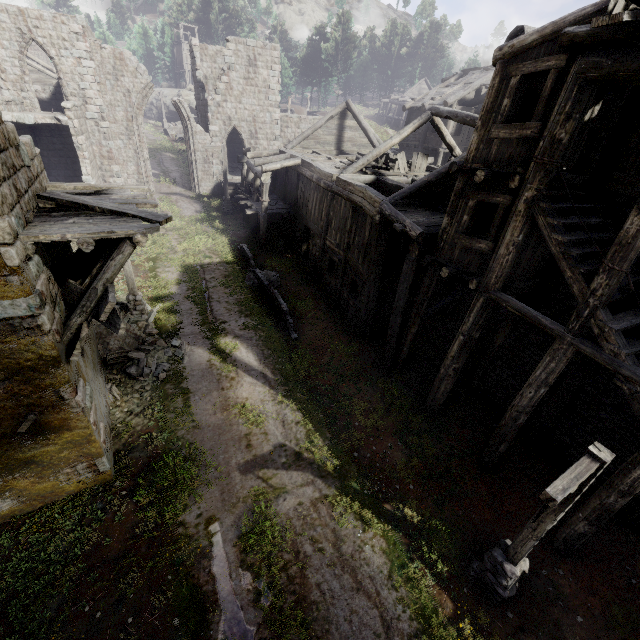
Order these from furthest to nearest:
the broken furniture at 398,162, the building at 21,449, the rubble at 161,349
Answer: the broken furniture at 398,162
the rubble at 161,349
the building at 21,449

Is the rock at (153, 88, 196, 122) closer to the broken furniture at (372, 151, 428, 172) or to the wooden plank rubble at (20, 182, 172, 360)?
the broken furniture at (372, 151, 428, 172)

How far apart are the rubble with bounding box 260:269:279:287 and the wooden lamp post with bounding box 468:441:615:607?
12.8m

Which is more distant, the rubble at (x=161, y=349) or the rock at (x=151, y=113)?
the rock at (x=151, y=113)

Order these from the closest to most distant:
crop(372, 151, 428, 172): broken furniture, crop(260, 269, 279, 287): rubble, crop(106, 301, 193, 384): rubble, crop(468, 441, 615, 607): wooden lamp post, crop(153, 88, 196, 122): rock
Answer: crop(468, 441, 615, 607): wooden lamp post, crop(106, 301, 193, 384): rubble, crop(372, 151, 428, 172): broken furniture, crop(260, 269, 279, 287): rubble, crop(153, 88, 196, 122): rock

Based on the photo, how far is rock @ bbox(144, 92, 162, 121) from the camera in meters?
53.7

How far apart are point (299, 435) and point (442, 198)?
10.8 meters

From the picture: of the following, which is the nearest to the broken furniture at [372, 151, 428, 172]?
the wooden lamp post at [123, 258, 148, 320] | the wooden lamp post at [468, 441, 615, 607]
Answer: the wooden lamp post at [123, 258, 148, 320]
